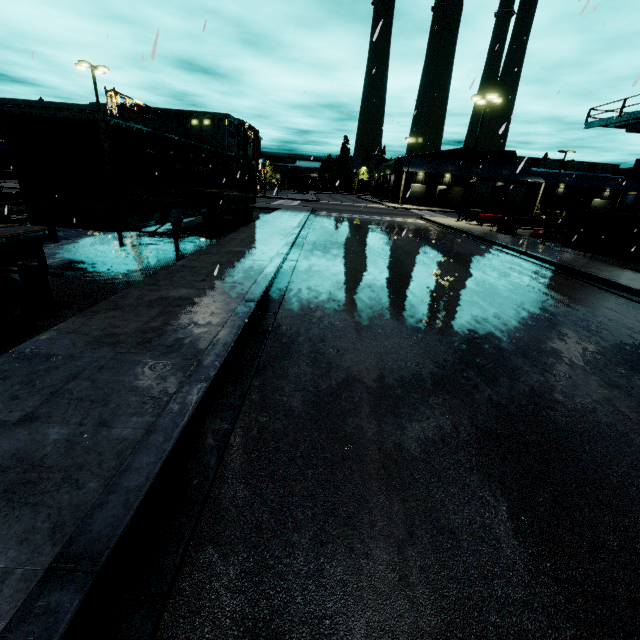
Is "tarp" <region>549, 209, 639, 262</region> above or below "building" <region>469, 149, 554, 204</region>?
below

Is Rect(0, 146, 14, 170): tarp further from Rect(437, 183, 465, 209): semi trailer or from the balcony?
the balcony

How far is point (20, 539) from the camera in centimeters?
217cm

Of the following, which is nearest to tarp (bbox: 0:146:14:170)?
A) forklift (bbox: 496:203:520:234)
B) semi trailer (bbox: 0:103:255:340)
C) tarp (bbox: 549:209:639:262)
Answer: semi trailer (bbox: 0:103:255:340)

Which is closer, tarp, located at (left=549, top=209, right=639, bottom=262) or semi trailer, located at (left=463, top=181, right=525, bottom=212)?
tarp, located at (left=549, top=209, right=639, bottom=262)

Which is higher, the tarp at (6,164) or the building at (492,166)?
the building at (492,166)

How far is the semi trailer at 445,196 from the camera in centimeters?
5013cm

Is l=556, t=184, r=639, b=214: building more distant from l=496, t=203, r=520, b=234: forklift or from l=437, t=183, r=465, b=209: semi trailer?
l=496, t=203, r=520, b=234: forklift
